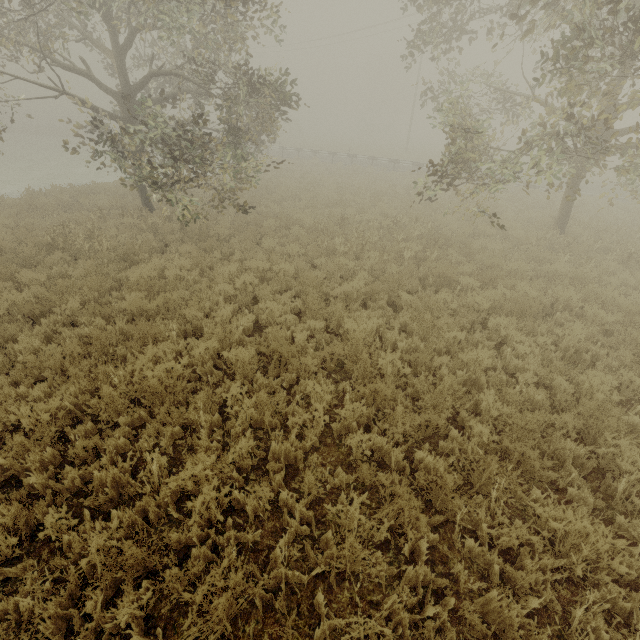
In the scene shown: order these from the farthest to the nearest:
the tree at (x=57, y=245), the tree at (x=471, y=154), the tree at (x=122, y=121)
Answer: the tree at (x=57, y=245) → the tree at (x=122, y=121) → the tree at (x=471, y=154)

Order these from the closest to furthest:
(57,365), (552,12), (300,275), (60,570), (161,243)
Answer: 1. (60,570)
2. (57,365)
3. (300,275)
4. (552,12)
5. (161,243)

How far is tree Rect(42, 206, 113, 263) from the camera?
9.2m

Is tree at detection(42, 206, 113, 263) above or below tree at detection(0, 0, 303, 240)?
below

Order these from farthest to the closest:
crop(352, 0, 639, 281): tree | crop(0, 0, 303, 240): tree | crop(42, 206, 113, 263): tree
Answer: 1. crop(42, 206, 113, 263): tree
2. crop(0, 0, 303, 240): tree
3. crop(352, 0, 639, 281): tree

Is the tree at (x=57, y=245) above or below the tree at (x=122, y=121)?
below

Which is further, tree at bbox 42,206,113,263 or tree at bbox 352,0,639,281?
tree at bbox 42,206,113,263
